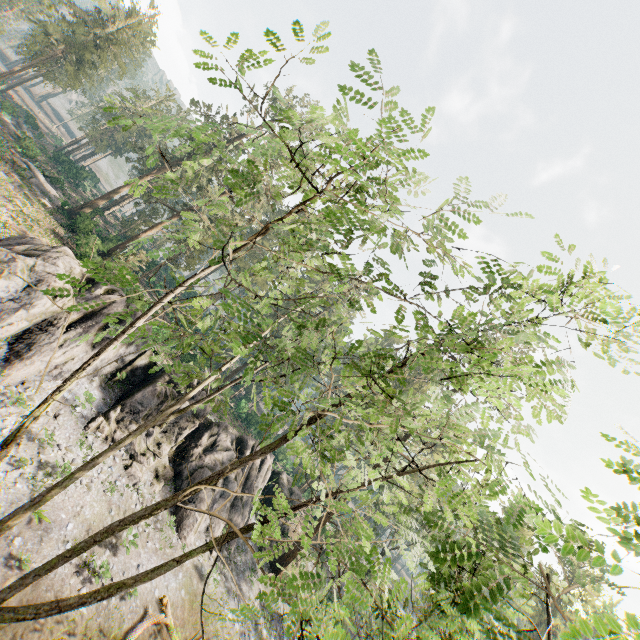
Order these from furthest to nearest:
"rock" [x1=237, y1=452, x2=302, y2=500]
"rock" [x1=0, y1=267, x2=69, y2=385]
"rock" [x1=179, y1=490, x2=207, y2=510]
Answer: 1. "rock" [x1=237, y1=452, x2=302, y2=500]
2. "rock" [x1=179, y1=490, x2=207, y2=510]
3. "rock" [x1=0, y1=267, x2=69, y2=385]

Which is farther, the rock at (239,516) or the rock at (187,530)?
the rock at (239,516)

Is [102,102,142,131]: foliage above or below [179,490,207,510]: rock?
above

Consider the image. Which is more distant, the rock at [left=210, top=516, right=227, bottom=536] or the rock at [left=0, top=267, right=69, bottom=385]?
the rock at [left=210, top=516, right=227, bottom=536]

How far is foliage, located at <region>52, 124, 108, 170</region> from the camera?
54.18m

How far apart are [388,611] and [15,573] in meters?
13.9 m
